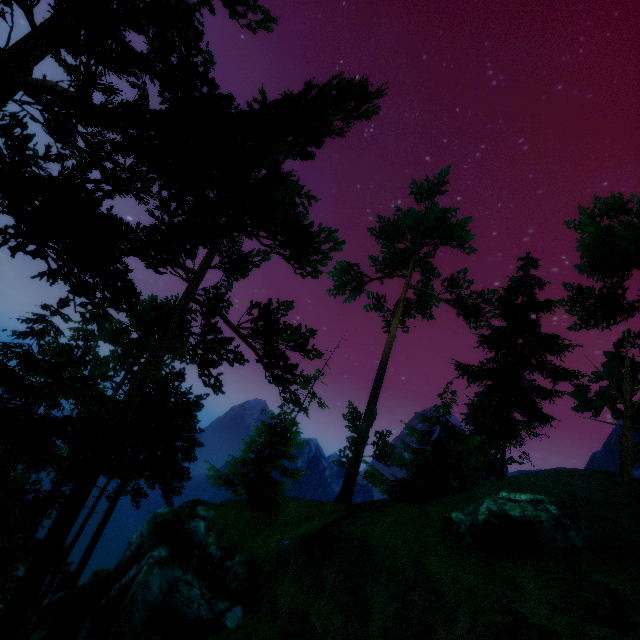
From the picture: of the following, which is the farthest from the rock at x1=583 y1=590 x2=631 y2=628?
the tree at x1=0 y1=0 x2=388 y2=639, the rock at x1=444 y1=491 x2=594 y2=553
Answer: the tree at x1=0 y1=0 x2=388 y2=639

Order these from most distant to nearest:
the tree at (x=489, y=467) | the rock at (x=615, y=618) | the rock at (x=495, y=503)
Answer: the tree at (x=489, y=467), the rock at (x=495, y=503), the rock at (x=615, y=618)

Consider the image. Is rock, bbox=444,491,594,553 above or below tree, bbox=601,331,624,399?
below

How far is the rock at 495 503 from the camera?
13.1m

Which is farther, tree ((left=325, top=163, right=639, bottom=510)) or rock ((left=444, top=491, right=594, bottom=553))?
tree ((left=325, top=163, right=639, bottom=510))

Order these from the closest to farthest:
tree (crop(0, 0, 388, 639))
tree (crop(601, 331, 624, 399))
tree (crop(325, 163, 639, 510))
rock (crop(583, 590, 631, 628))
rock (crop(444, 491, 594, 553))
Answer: tree (crop(0, 0, 388, 639)) < rock (crop(583, 590, 631, 628)) < rock (crop(444, 491, 594, 553)) < tree (crop(325, 163, 639, 510)) < tree (crop(601, 331, 624, 399))

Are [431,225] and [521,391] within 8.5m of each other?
no
